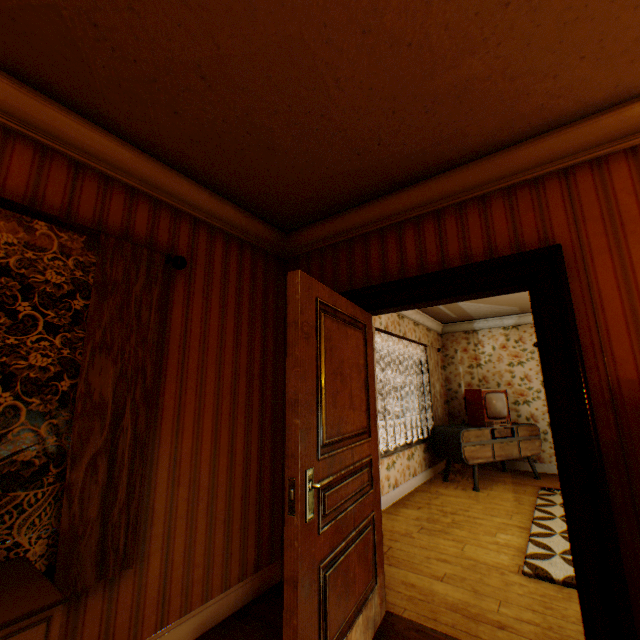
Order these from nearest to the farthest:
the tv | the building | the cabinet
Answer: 1. the cabinet
2. the building
3. the tv

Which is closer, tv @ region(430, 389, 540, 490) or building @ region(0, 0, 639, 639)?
building @ region(0, 0, 639, 639)

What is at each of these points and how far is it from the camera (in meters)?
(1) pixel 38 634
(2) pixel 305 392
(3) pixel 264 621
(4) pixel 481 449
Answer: (1) cabinet, 1.09
(2) childactor, 1.71
(3) building, 2.27
(4) tv, 5.41

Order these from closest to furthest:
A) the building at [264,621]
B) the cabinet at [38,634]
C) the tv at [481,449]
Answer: the cabinet at [38,634], the building at [264,621], the tv at [481,449]

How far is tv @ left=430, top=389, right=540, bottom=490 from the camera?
5.3m

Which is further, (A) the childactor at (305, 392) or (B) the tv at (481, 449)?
(B) the tv at (481, 449)

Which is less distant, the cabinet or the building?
the cabinet

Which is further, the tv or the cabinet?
the tv
